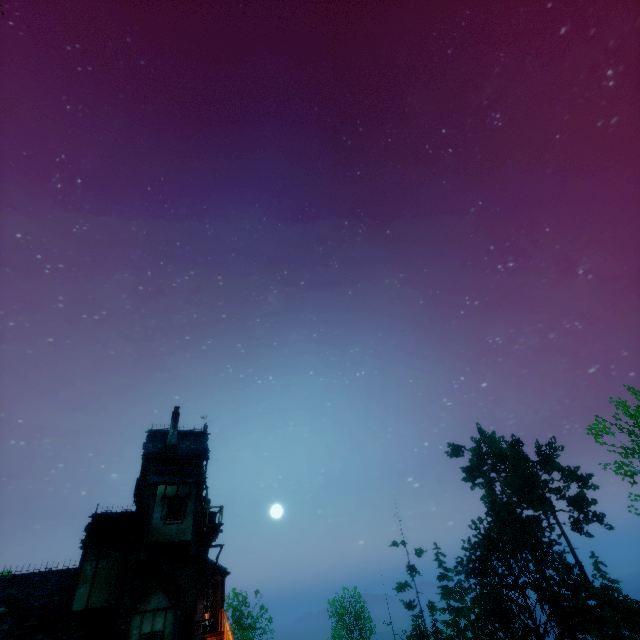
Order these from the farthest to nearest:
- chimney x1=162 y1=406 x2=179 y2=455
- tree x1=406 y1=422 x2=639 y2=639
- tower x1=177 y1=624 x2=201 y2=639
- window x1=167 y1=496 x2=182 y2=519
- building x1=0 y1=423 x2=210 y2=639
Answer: tree x1=406 y1=422 x2=639 y2=639 < chimney x1=162 y1=406 x2=179 y2=455 < window x1=167 y1=496 x2=182 y2=519 < tower x1=177 y1=624 x2=201 y2=639 < building x1=0 y1=423 x2=210 y2=639

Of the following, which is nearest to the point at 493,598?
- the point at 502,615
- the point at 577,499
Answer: the point at 502,615

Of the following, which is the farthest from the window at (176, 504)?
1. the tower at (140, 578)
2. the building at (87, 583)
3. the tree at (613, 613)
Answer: the tree at (613, 613)

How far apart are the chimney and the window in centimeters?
334cm

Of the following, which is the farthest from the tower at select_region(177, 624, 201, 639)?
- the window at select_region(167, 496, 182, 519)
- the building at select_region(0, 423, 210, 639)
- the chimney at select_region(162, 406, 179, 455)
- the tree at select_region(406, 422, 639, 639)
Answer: the tree at select_region(406, 422, 639, 639)

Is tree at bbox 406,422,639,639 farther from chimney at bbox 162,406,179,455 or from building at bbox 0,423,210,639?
chimney at bbox 162,406,179,455
